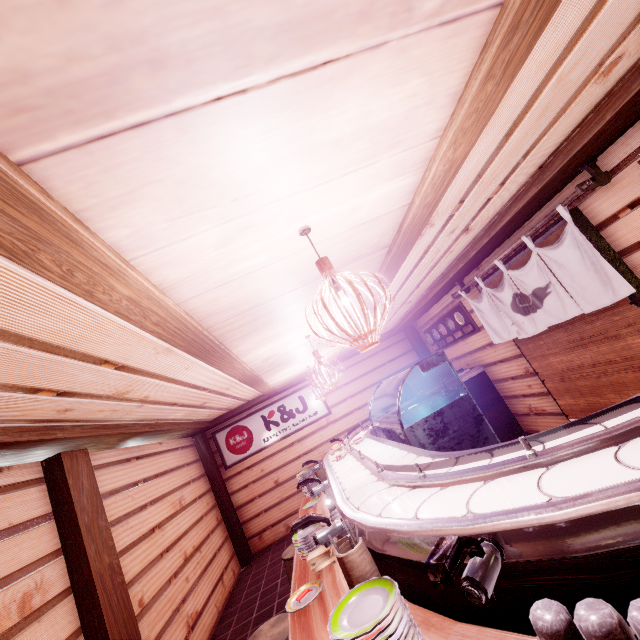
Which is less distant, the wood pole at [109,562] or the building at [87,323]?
the building at [87,323]

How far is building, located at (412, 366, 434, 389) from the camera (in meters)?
14.76

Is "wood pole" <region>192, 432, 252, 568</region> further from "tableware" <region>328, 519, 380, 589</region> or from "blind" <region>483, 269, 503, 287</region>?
"blind" <region>483, 269, 503, 287</region>

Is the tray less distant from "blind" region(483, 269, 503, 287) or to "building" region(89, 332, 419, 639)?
"building" region(89, 332, 419, 639)

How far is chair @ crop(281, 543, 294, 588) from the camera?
7.3m

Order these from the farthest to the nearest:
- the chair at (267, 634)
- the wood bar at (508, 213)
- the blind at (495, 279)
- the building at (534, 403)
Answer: the building at (534, 403) < the blind at (495, 279) < the chair at (267, 634) < the wood bar at (508, 213)

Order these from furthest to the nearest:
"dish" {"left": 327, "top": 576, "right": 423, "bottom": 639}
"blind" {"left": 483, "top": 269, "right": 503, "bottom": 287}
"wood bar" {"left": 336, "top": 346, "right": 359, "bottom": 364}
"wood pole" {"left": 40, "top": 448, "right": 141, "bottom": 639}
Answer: "wood bar" {"left": 336, "top": 346, "right": 359, "bottom": 364} < "blind" {"left": 483, "top": 269, "right": 503, "bottom": 287} < "wood pole" {"left": 40, "top": 448, "right": 141, "bottom": 639} < "dish" {"left": 327, "top": 576, "right": 423, "bottom": 639}

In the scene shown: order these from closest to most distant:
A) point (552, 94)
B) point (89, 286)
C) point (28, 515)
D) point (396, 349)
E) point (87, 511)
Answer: point (89, 286), point (552, 94), point (28, 515), point (87, 511), point (396, 349)
